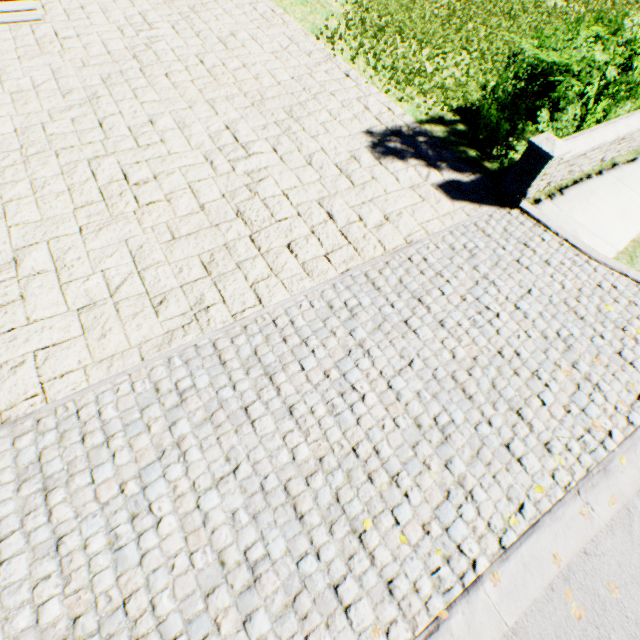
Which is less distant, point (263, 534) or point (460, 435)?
point (263, 534)
